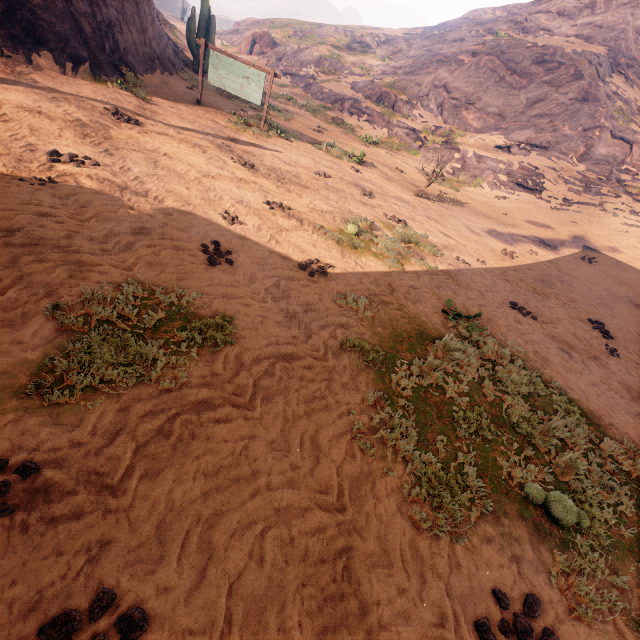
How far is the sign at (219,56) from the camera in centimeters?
1270cm

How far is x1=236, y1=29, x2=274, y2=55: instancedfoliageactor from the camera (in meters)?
36.50

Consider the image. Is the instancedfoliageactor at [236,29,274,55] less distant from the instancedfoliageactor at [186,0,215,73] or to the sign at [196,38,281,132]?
the instancedfoliageactor at [186,0,215,73]

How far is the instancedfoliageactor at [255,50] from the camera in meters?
36.5

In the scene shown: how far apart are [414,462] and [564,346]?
6.4 meters

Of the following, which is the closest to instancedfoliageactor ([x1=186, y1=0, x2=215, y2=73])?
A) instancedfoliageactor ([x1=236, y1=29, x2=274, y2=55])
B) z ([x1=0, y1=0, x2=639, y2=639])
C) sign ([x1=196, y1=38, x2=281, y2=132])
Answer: z ([x1=0, y1=0, x2=639, y2=639])

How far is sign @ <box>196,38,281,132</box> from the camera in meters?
12.7

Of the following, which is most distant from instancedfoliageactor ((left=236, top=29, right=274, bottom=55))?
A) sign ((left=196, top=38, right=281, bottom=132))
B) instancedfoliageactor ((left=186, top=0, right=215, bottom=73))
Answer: sign ((left=196, top=38, right=281, bottom=132))
